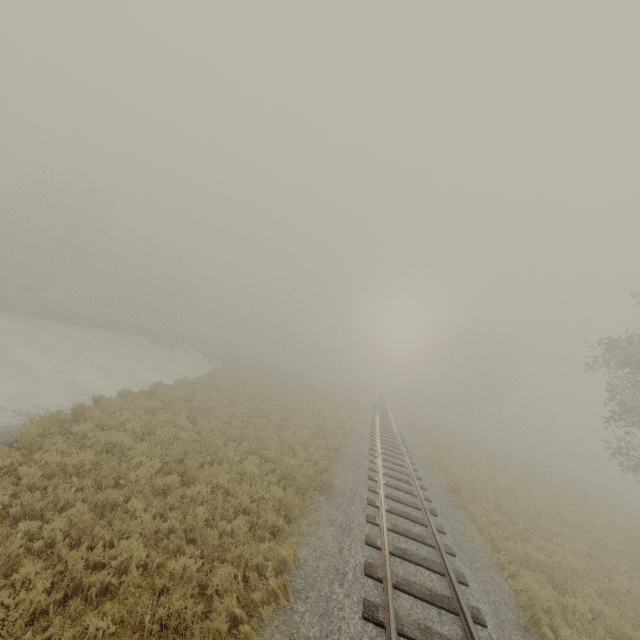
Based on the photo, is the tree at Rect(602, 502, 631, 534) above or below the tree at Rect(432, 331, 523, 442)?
below

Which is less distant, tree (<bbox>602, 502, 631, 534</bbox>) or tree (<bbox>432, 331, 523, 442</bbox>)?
tree (<bbox>602, 502, 631, 534</bbox>)

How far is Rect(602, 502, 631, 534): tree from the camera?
16.92m

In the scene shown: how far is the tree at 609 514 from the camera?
16.9 meters

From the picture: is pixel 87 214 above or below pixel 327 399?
above

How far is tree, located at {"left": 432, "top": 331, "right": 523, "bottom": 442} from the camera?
51.8 meters

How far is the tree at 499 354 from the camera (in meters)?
51.75
